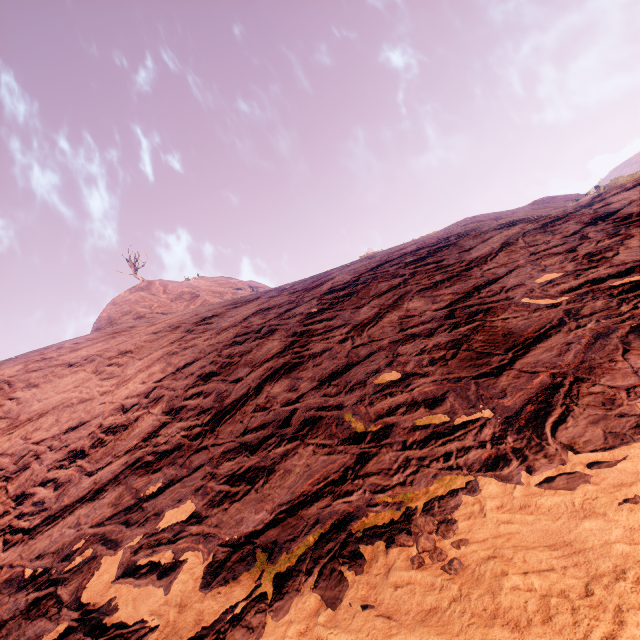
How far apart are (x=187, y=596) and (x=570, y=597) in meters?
2.6 m
